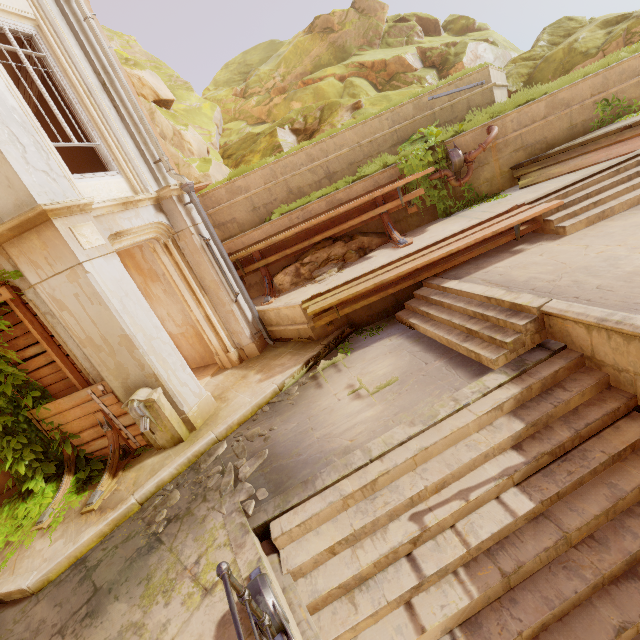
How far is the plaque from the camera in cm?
520

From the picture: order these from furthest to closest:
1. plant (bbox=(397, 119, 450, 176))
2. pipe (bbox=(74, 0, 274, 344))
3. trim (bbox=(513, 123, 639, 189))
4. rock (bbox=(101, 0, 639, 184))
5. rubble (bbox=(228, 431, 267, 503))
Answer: rock (bbox=(101, 0, 639, 184)), plant (bbox=(397, 119, 450, 176)), trim (bbox=(513, 123, 639, 189)), pipe (bbox=(74, 0, 274, 344)), rubble (bbox=(228, 431, 267, 503))

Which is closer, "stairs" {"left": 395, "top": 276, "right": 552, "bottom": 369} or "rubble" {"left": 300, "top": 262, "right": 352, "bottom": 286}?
"stairs" {"left": 395, "top": 276, "right": 552, "bottom": 369}

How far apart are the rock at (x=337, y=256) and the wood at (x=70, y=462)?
5.8m

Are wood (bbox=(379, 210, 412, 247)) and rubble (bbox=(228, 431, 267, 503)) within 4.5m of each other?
no

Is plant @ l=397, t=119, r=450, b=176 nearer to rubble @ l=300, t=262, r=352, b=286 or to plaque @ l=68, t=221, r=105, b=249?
rubble @ l=300, t=262, r=352, b=286

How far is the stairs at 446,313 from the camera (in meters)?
4.73

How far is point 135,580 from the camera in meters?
4.0 m
